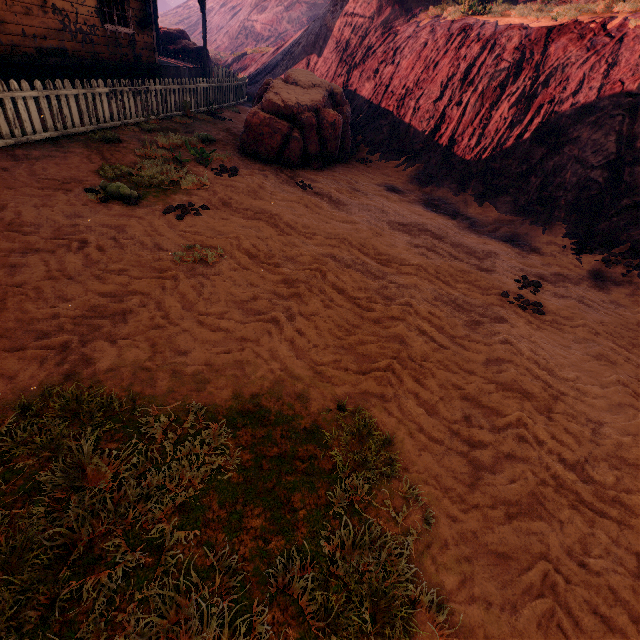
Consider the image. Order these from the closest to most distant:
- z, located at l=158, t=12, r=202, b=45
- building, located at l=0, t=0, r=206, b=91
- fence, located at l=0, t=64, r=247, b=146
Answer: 1. fence, located at l=0, t=64, r=247, b=146
2. building, located at l=0, t=0, r=206, b=91
3. z, located at l=158, t=12, r=202, b=45

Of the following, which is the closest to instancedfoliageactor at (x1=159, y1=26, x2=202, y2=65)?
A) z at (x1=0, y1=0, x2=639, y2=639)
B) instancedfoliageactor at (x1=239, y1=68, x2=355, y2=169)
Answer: z at (x1=0, y1=0, x2=639, y2=639)

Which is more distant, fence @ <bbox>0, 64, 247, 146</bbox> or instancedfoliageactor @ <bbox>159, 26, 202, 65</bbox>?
instancedfoliageactor @ <bbox>159, 26, 202, 65</bbox>

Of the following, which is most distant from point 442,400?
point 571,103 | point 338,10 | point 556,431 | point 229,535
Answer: point 338,10

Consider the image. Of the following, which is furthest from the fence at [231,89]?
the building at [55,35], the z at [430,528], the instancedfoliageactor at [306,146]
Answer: the instancedfoliageactor at [306,146]

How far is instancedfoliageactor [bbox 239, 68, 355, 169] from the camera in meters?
8.2

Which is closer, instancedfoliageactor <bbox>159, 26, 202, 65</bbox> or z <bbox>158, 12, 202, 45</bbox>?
instancedfoliageactor <bbox>159, 26, 202, 65</bbox>

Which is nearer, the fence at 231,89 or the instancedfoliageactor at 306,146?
the fence at 231,89
